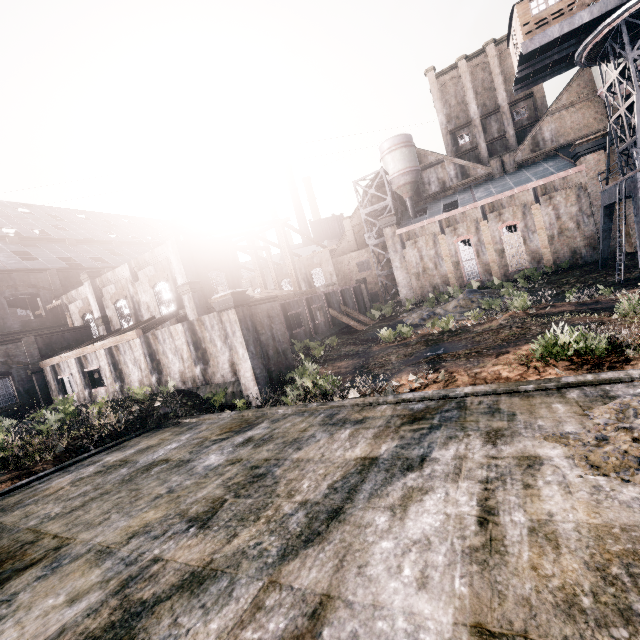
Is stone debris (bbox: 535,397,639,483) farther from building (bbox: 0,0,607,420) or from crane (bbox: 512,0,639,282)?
crane (bbox: 512,0,639,282)

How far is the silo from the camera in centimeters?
4447cm

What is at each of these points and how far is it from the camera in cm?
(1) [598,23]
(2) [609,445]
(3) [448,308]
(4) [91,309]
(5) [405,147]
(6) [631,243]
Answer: (1) crane, 2383
(2) stone debris, 558
(3) stone debris, 3172
(4) building, 3238
(5) silo, 4444
(6) building, 3309

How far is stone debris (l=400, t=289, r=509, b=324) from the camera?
29.0m

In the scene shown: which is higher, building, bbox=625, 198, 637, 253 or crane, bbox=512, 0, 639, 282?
crane, bbox=512, 0, 639, 282

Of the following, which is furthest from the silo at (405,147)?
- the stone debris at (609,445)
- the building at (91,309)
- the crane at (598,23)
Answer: the stone debris at (609,445)

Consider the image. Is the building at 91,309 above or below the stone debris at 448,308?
above

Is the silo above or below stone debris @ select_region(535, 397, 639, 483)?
above
